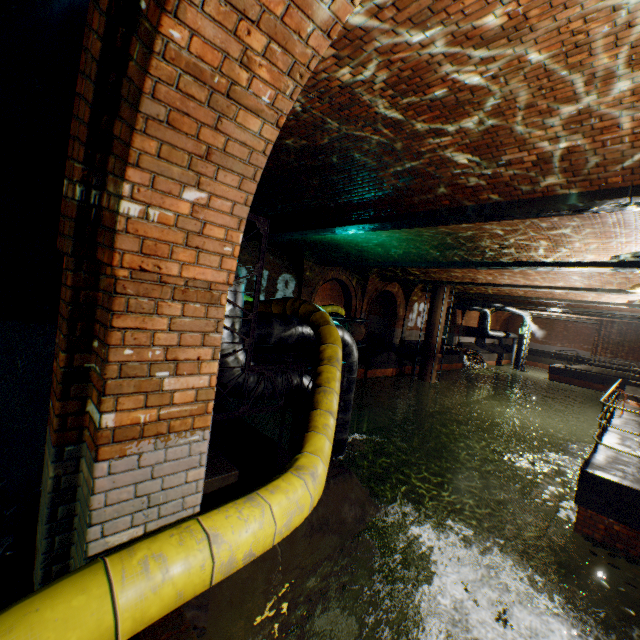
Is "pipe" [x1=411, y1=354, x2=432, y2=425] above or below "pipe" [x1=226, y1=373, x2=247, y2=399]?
below

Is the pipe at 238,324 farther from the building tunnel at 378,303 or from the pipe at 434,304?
the pipe at 434,304

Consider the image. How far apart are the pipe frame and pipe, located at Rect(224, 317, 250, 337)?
0.0 meters

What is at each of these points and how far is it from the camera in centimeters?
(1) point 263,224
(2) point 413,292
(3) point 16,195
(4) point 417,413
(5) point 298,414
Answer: (1) pipe frame, 423cm
(2) support arch, 2214cm
(3) building tunnel, 185cm
(4) pipe, 1875cm
(5) pipe, 560cm

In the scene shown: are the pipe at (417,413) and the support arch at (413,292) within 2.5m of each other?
no
